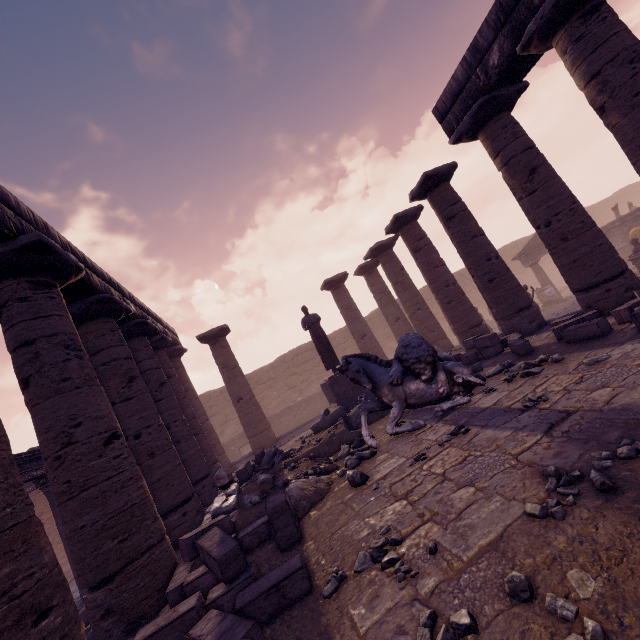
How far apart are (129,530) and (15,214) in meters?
5.0 m

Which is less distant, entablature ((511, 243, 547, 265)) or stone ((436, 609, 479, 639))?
stone ((436, 609, 479, 639))

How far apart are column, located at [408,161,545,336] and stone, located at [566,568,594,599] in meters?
8.3 m

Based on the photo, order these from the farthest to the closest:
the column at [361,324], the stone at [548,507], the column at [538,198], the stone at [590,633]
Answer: the column at [361,324]
the column at [538,198]
the stone at [548,507]
the stone at [590,633]

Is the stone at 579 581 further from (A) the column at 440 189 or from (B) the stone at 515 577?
(A) the column at 440 189

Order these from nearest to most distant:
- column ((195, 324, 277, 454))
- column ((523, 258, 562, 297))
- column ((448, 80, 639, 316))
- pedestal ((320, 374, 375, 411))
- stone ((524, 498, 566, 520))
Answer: stone ((524, 498, 566, 520)) < column ((448, 80, 639, 316)) < pedestal ((320, 374, 375, 411)) < column ((195, 324, 277, 454)) < column ((523, 258, 562, 297))

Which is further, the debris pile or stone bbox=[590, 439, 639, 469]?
the debris pile

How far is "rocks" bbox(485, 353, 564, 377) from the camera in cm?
559
